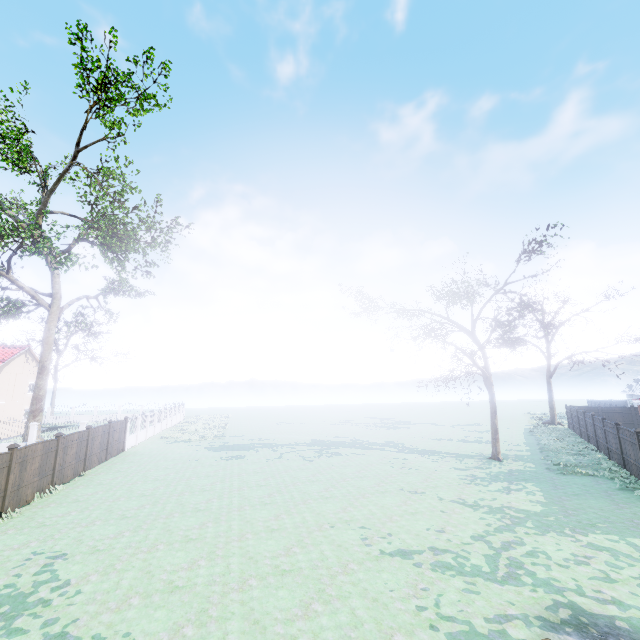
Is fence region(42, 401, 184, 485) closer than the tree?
Yes

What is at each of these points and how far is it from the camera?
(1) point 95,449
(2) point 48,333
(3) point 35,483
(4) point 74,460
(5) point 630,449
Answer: (1) fence, 19.45m
(2) tree, 28.83m
(3) fence, 13.67m
(4) fence, 16.94m
(5) fence, 15.66m

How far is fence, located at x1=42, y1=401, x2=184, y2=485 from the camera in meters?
16.2 m

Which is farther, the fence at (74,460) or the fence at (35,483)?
the fence at (74,460)

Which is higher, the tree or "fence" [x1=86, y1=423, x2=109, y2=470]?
the tree

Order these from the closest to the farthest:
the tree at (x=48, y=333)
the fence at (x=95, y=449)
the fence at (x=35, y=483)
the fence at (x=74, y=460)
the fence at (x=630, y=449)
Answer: the fence at (x=35, y=483) → the fence at (x=630, y=449) → the fence at (x=74, y=460) → the fence at (x=95, y=449) → the tree at (x=48, y=333)

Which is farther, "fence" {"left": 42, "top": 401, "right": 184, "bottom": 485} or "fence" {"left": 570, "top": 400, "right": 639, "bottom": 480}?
"fence" {"left": 42, "top": 401, "right": 184, "bottom": 485}
